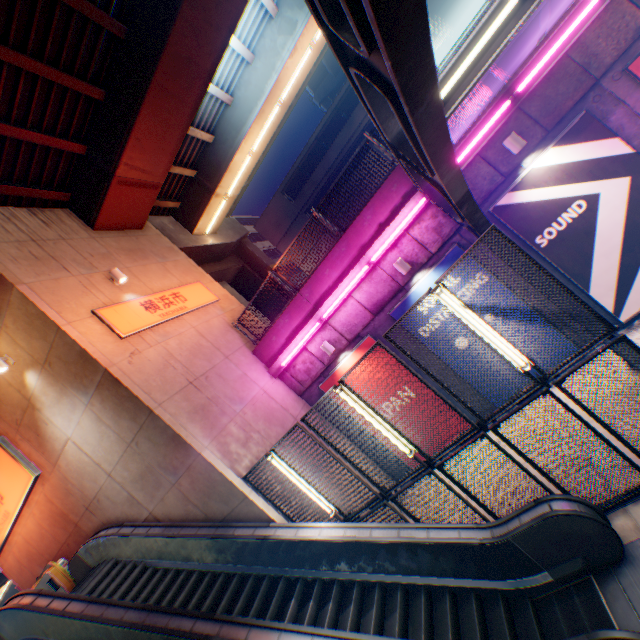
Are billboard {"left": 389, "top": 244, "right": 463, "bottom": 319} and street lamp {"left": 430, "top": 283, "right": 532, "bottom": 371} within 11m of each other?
yes

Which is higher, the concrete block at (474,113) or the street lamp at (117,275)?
the street lamp at (117,275)

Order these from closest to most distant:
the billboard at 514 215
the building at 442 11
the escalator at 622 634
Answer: the escalator at 622 634
the billboard at 514 215
the building at 442 11

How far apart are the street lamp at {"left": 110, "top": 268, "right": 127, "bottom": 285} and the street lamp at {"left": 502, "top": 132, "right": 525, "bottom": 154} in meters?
10.7

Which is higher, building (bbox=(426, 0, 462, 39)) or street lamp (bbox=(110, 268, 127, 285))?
building (bbox=(426, 0, 462, 39))

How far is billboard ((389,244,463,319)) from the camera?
8.6m

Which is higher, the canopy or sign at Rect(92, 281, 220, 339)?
sign at Rect(92, 281, 220, 339)

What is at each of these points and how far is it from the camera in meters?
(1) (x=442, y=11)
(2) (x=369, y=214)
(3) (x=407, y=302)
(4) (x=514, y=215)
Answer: (1) building, 23.3
(2) concrete block, 9.0
(3) billboard, 9.3
(4) billboard, 7.9
